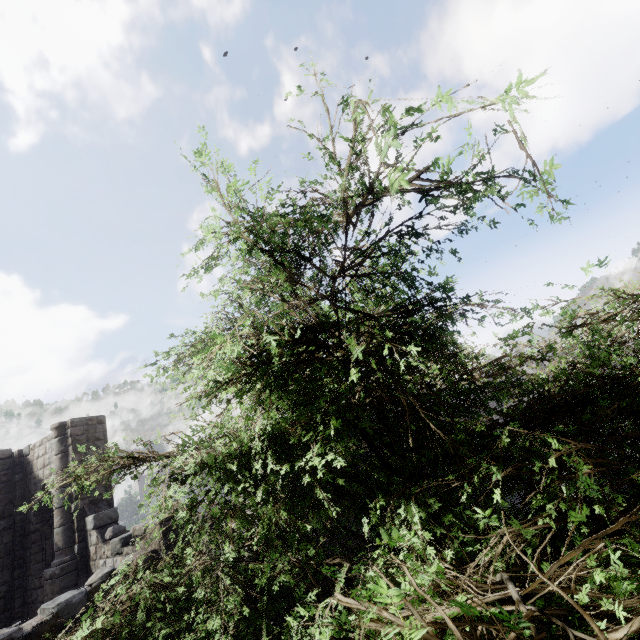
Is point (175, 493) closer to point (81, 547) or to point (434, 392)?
point (434, 392)
